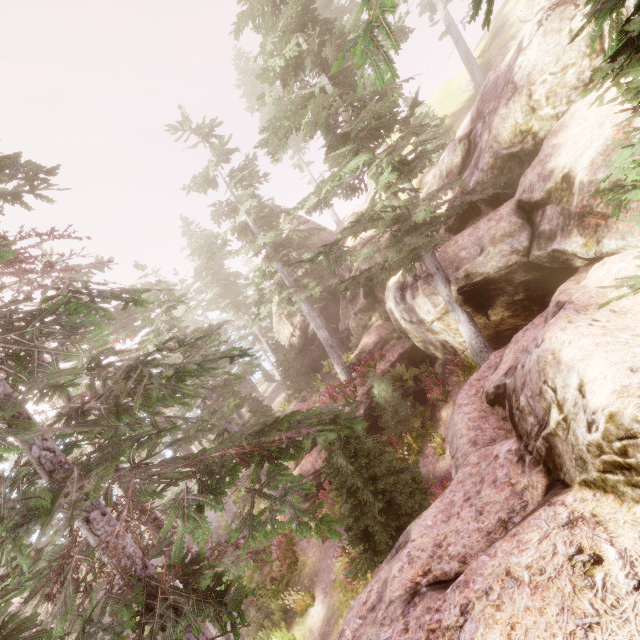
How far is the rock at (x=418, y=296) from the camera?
13.2 meters

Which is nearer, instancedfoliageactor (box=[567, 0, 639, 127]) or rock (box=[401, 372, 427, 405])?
instancedfoliageactor (box=[567, 0, 639, 127])

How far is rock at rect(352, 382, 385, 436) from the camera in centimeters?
1700cm

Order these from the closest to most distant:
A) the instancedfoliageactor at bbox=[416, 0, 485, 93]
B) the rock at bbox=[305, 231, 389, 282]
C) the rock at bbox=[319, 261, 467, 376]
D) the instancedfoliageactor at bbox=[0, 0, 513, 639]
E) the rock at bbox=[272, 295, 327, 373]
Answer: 1. the instancedfoliageactor at bbox=[0, 0, 513, 639]
2. the rock at bbox=[319, 261, 467, 376]
3. the rock at bbox=[305, 231, 389, 282]
4. the instancedfoliageactor at bbox=[416, 0, 485, 93]
5. the rock at bbox=[272, 295, 327, 373]

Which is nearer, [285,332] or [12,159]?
[12,159]

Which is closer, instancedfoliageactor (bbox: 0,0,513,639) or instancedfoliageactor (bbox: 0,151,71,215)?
instancedfoliageactor (bbox: 0,0,513,639)
